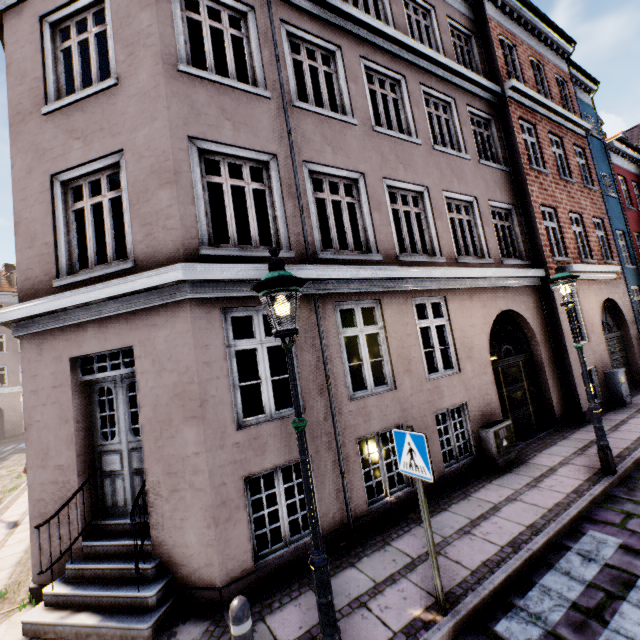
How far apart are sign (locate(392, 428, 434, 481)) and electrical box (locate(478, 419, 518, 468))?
4.1m

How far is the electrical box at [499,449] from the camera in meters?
6.8

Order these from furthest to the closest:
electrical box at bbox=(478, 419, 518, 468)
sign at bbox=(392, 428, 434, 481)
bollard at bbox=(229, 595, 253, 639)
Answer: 1. electrical box at bbox=(478, 419, 518, 468)
2. sign at bbox=(392, 428, 434, 481)
3. bollard at bbox=(229, 595, 253, 639)

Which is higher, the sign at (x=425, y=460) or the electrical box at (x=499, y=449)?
the sign at (x=425, y=460)

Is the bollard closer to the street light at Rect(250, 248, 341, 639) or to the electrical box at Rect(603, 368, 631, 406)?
the street light at Rect(250, 248, 341, 639)

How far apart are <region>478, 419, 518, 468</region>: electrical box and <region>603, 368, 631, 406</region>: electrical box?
5.37m

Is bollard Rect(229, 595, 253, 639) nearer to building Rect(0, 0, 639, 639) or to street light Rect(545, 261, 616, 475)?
street light Rect(545, 261, 616, 475)

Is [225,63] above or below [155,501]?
above
